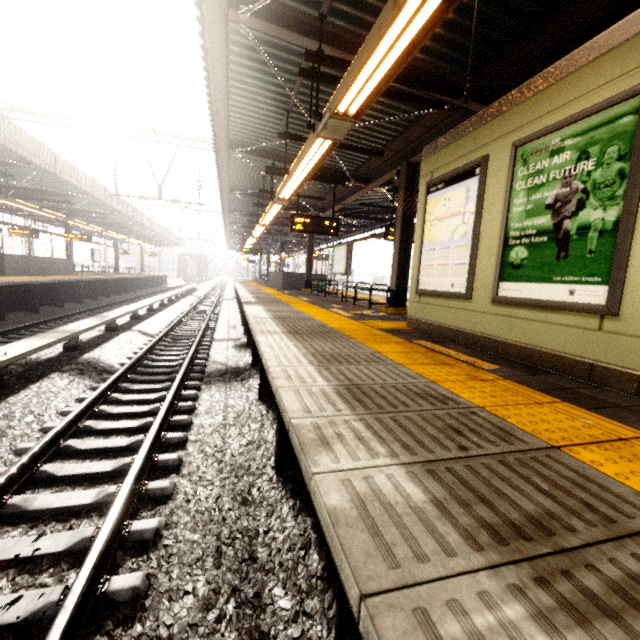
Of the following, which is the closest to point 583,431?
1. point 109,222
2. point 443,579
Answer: point 443,579

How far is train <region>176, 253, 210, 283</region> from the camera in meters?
46.8

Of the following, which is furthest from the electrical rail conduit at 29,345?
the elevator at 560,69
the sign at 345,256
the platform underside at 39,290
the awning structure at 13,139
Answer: the sign at 345,256

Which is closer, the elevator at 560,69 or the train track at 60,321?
the elevator at 560,69

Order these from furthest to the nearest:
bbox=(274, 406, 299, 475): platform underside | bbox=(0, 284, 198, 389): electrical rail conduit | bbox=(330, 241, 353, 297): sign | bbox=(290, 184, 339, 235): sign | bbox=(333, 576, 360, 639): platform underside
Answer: bbox=(330, 241, 353, 297): sign
bbox=(290, 184, 339, 235): sign
bbox=(0, 284, 198, 389): electrical rail conduit
bbox=(274, 406, 299, 475): platform underside
bbox=(333, 576, 360, 639): platform underside

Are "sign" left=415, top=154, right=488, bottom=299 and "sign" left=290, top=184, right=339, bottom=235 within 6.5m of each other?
yes

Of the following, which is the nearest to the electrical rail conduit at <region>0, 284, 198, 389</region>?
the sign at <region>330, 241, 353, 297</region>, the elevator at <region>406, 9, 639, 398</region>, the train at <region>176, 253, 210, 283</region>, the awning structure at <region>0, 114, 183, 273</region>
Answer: the awning structure at <region>0, 114, 183, 273</region>

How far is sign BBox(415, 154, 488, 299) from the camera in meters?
4.1 m
